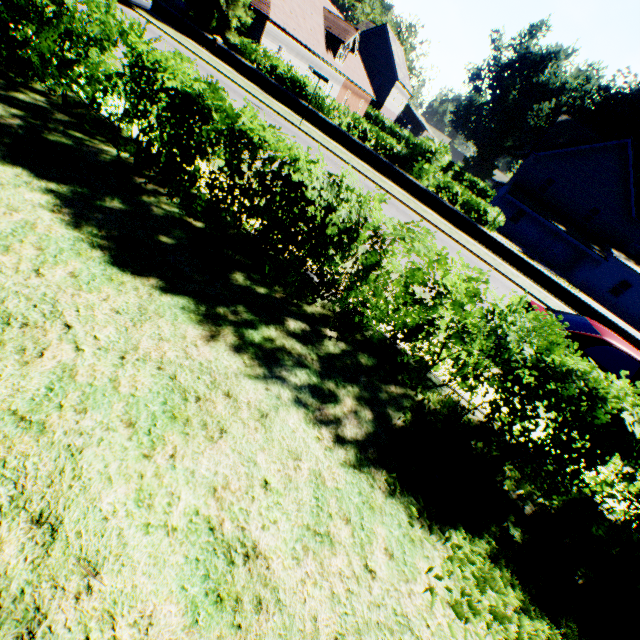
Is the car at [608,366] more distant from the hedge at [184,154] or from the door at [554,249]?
the door at [554,249]

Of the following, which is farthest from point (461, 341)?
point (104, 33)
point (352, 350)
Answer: point (104, 33)

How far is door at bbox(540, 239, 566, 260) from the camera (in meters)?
32.62

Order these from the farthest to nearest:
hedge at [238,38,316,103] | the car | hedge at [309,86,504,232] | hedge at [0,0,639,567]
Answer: hedge at [238,38,316,103]
hedge at [309,86,504,232]
the car
hedge at [0,0,639,567]

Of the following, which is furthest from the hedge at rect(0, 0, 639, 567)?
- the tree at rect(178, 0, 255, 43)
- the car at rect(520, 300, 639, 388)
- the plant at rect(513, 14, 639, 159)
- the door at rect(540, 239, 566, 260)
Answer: the door at rect(540, 239, 566, 260)

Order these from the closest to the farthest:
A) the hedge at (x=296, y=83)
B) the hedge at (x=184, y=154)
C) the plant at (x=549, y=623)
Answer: the plant at (x=549, y=623), the hedge at (x=184, y=154), the hedge at (x=296, y=83)

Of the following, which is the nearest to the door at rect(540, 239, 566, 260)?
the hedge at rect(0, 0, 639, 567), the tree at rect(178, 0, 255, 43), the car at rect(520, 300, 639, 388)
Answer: the hedge at rect(0, 0, 639, 567)

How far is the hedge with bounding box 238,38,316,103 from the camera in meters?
19.3
